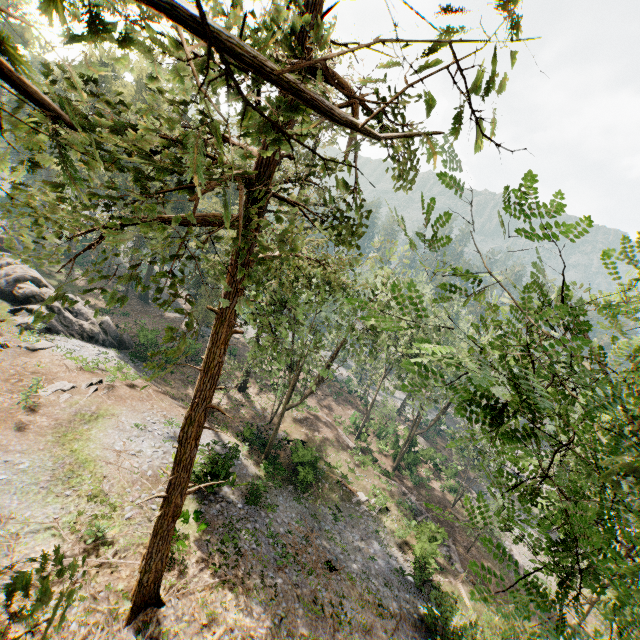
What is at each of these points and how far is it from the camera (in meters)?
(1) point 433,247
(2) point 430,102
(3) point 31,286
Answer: (1) foliage, 4.48
(2) foliage, 1.44
(3) rock, 28.52

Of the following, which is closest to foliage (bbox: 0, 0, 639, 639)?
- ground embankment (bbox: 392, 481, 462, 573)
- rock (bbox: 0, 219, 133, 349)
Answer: rock (bbox: 0, 219, 133, 349)

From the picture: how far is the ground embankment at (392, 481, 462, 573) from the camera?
24.6m

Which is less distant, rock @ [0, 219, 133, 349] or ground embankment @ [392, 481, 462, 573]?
ground embankment @ [392, 481, 462, 573]

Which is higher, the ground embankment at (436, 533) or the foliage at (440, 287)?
the foliage at (440, 287)

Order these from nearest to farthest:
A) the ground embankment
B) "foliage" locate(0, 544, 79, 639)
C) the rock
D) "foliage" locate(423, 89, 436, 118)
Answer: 1. "foliage" locate(423, 89, 436, 118)
2. "foliage" locate(0, 544, 79, 639)
3. the ground embankment
4. the rock

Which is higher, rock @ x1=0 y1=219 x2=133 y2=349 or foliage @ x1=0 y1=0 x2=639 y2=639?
foliage @ x1=0 y1=0 x2=639 y2=639

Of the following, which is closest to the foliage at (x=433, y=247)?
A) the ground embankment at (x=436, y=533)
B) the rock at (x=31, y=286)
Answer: the rock at (x=31, y=286)
